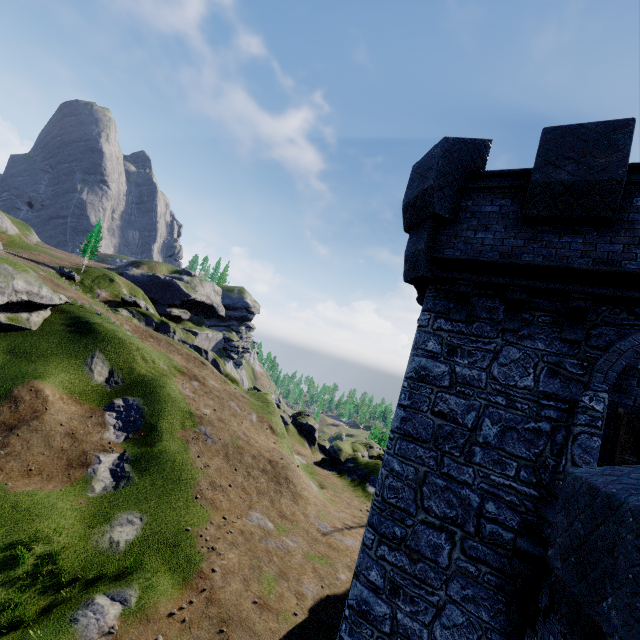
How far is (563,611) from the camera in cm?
378
